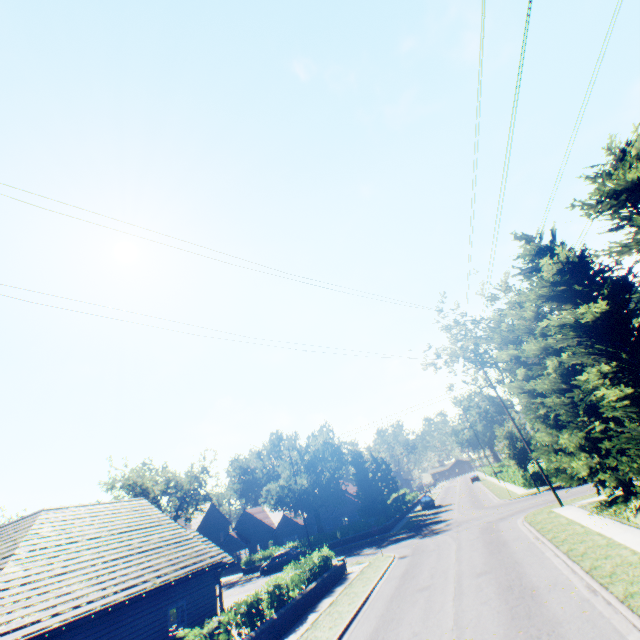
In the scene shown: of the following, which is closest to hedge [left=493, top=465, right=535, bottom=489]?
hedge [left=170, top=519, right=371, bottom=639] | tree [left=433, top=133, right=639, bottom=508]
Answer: tree [left=433, top=133, right=639, bottom=508]

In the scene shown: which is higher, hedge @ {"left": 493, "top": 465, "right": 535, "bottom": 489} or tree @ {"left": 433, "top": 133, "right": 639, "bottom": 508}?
tree @ {"left": 433, "top": 133, "right": 639, "bottom": 508}

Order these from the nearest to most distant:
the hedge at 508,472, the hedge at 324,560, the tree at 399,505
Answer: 1. the hedge at 324,560
2. the hedge at 508,472
3. the tree at 399,505

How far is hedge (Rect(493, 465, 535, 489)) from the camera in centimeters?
3316cm

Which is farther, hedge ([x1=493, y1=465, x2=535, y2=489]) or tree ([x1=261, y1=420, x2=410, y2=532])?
tree ([x1=261, y1=420, x2=410, y2=532])

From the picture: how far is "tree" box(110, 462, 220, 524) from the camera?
46.69m

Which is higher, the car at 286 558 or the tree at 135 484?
Answer: the tree at 135 484

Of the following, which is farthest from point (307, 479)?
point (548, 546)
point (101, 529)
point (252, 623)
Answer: point (548, 546)
